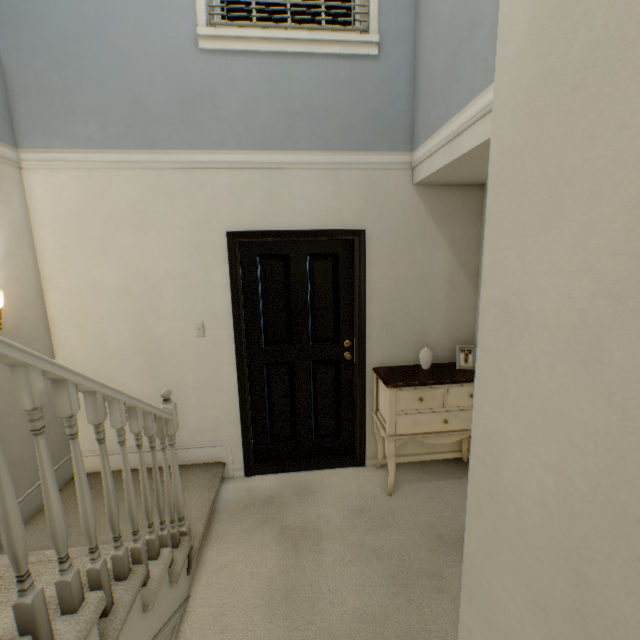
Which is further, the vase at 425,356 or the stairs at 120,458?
the vase at 425,356

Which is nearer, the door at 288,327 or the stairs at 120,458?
the stairs at 120,458

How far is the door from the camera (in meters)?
2.71

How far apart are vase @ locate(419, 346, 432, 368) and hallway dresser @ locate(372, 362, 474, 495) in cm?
3

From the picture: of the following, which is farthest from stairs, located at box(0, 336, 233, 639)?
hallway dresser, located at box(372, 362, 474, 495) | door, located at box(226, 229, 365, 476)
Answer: hallway dresser, located at box(372, 362, 474, 495)

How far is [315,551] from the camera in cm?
214

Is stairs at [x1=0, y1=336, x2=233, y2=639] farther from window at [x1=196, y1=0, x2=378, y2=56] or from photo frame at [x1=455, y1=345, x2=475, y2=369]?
photo frame at [x1=455, y1=345, x2=475, y2=369]

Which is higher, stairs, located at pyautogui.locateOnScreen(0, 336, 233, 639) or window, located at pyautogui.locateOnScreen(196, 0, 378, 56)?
window, located at pyautogui.locateOnScreen(196, 0, 378, 56)
